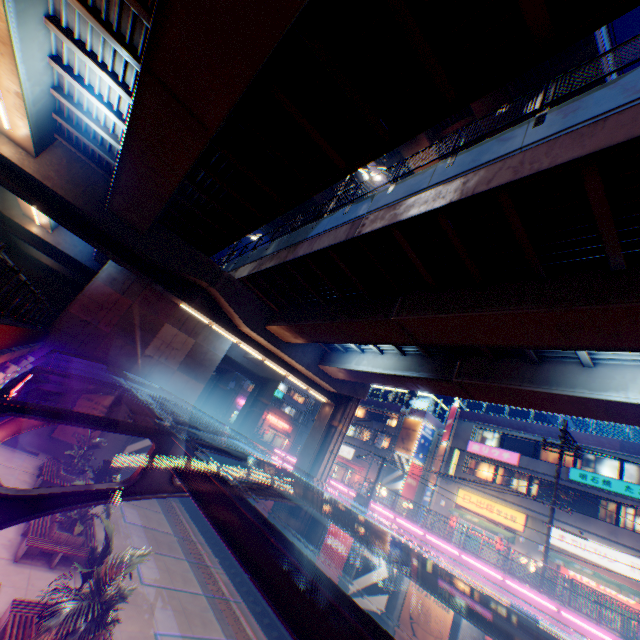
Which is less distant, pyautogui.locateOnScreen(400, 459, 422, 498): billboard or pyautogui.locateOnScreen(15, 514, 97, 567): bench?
pyautogui.locateOnScreen(15, 514, 97, 567): bench

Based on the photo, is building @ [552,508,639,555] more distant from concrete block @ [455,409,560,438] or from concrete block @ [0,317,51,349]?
concrete block @ [0,317,51,349]

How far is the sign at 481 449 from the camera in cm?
2805

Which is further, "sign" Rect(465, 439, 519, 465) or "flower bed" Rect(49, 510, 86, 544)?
"sign" Rect(465, 439, 519, 465)

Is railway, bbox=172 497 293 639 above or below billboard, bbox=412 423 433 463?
below

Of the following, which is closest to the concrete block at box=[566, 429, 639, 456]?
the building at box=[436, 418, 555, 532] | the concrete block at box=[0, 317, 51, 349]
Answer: the building at box=[436, 418, 555, 532]

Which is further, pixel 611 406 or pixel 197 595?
pixel 197 595

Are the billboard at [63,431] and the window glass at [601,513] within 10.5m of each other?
no
